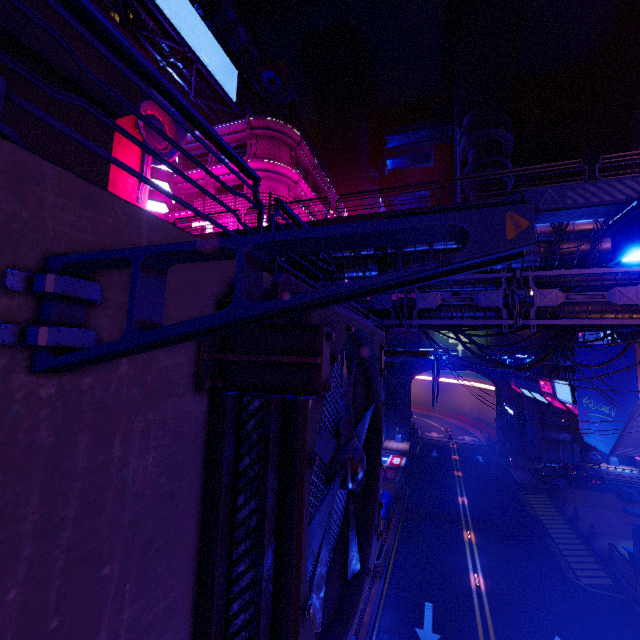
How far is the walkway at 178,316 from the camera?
2.57m

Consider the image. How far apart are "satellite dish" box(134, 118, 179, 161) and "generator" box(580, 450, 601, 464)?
56.2 meters

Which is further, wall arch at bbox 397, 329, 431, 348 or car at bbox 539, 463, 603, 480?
wall arch at bbox 397, 329, 431, 348

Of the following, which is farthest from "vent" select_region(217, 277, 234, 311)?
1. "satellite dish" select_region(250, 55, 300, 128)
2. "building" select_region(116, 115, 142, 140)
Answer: "satellite dish" select_region(250, 55, 300, 128)

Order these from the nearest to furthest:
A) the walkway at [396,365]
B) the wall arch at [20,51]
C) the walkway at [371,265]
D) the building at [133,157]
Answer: the wall arch at [20,51] → the walkway at [371,265] → the walkway at [396,365] → the building at [133,157]

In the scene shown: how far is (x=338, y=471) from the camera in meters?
4.2 m

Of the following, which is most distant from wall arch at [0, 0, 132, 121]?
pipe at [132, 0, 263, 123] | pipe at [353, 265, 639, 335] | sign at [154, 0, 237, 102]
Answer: sign at [154, 0, 237, 102]

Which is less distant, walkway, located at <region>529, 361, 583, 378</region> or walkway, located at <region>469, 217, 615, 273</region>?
walkway, located at <region>469, 217, 615, 273</region>
